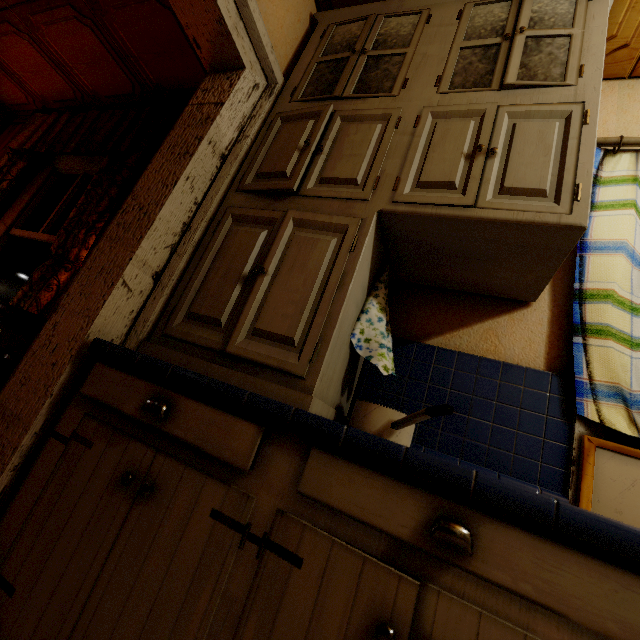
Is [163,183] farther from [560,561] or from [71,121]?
[71,121]

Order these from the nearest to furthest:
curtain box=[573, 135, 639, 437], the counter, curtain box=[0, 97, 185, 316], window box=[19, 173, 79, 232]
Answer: the counter → curtain box=[573, 135, 639, 437] → curtain box=[0, 97, 185, 316] → window box=[19, 173, 79, 232]

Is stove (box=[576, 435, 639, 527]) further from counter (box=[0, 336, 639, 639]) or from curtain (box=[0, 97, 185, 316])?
curtain (box=[0, 97, 185, 316])

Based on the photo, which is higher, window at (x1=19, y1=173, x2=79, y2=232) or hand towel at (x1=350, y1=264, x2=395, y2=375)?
window at (x1=19, y1=173, x2=79, y2=232)

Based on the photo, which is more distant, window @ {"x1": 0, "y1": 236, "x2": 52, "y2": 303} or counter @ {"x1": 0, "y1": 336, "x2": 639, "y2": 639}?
window @ {"x1": 0, "y1": 236, "x2": 52, "y2": 303}

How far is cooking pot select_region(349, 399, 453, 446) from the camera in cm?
85

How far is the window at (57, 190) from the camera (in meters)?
2.79

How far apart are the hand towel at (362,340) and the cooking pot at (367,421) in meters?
0.1
